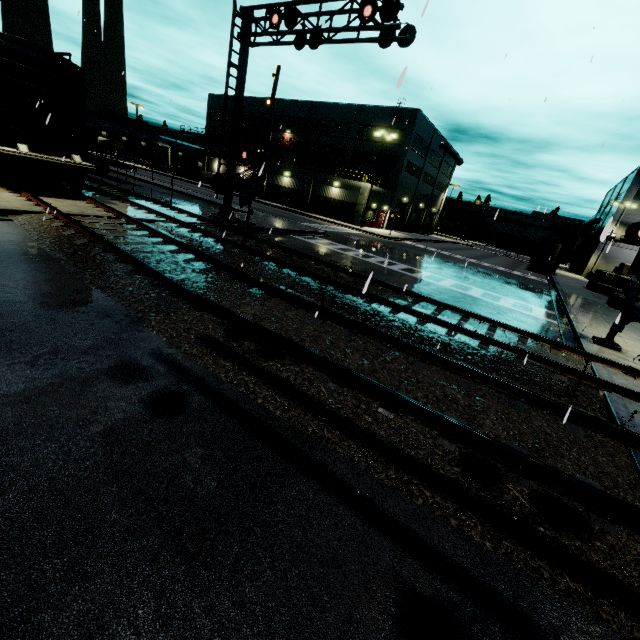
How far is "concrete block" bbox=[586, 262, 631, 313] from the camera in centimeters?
1986cm

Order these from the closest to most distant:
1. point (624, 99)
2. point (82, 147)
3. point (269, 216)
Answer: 1. point (624, 99)
2. point (82, 147)
3. point (269, 216)

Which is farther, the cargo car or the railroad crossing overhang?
the cargo car

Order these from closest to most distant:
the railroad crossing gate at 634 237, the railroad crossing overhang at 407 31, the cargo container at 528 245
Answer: the railroad crossing gate at 634 237 → the railroad crossing overhang at 407 31 → the cargo container at 528 245

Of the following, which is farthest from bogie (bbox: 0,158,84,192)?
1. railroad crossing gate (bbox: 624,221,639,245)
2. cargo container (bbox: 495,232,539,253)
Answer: cargo container (bbox: 495,232,539,253)

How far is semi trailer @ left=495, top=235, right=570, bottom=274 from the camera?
36.1m

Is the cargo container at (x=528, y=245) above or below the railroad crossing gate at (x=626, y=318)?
above

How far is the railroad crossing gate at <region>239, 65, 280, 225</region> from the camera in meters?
15.6
